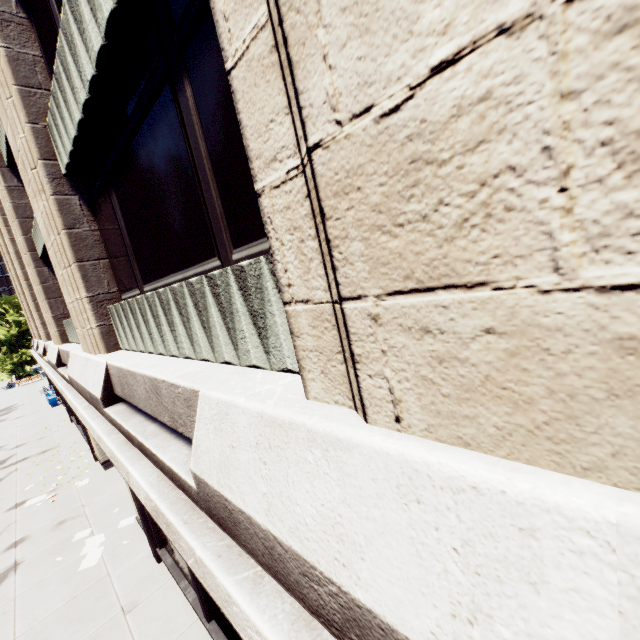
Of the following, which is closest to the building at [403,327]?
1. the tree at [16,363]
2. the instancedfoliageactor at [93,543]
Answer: the instancedfoliageactor at [93,543]

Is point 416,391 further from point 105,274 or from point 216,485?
point 105,274

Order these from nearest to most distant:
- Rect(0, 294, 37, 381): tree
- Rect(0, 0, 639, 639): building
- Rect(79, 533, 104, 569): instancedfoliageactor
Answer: Rect(0, 0, 639, 639): building, Rect(79, 533, 104, 569): instancedfoliageactor, Rect(0, 294, 37, 381): tree

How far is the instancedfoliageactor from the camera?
9.6m

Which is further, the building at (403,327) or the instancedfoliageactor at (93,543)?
the instancedfoliageactor at (93,543)

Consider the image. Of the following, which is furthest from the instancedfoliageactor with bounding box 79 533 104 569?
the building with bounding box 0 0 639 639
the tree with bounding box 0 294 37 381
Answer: the tree with bounding box 0 294 37 381
